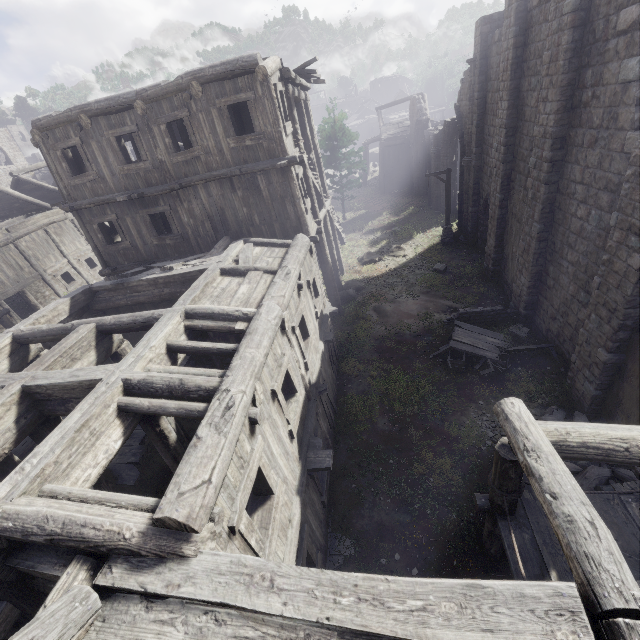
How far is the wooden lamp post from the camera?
19.95m

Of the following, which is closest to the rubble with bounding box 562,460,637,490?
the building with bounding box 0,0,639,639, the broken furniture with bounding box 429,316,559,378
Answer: the building with bounding box 0,0,639,639

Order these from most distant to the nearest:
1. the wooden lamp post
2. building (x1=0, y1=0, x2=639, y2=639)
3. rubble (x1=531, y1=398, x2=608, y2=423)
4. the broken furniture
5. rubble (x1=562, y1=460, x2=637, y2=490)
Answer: the wooden lamp post → the broken furniture → rubble (x1=531, y1=398, x2=608, y2=423) → rubble (x1=562, y1=460, x2=637, y2=490) → building (x1=0, y1=0, x2=639, y2=639)

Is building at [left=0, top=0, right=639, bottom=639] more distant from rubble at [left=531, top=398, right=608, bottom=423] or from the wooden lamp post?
the wooden lamp post

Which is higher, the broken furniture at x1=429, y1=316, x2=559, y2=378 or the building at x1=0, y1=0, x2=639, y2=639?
the building at x1=0, y1=0, x2=639, y2=639

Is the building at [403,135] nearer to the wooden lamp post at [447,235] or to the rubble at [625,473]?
the rubble at [625,473]

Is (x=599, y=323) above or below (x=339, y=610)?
below

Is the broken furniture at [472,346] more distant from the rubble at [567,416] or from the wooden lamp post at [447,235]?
the wooden lamp post at [447,235]
